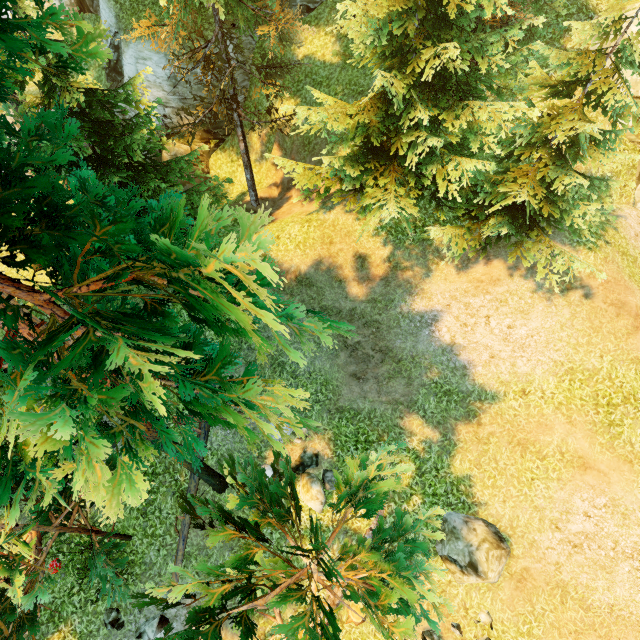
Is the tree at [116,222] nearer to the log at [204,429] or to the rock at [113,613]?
Result: the log at [204,429]

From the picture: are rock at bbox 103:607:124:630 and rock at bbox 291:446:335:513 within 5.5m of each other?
no

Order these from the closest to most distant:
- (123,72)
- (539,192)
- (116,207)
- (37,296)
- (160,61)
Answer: (37,296)
(116,207)
(539,192)
(160,61)
(123,72)

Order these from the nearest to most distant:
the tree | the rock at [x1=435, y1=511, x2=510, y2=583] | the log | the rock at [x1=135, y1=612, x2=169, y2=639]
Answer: the tree < the rock at [x1=435, y1=511, x2=510, y2=583] < the rock at [x1=135, y1=612, x2=169, y2=639] < the log

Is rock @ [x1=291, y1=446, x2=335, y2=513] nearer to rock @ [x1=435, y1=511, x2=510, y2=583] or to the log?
the log

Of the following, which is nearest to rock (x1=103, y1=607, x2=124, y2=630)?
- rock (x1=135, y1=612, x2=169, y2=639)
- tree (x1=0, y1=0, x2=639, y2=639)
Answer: rock (x1=135, y1=612, x2=169, y2=639)

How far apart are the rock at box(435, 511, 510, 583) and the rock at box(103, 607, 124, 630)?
9.9m

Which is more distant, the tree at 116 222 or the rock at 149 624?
the rock at 149 624
